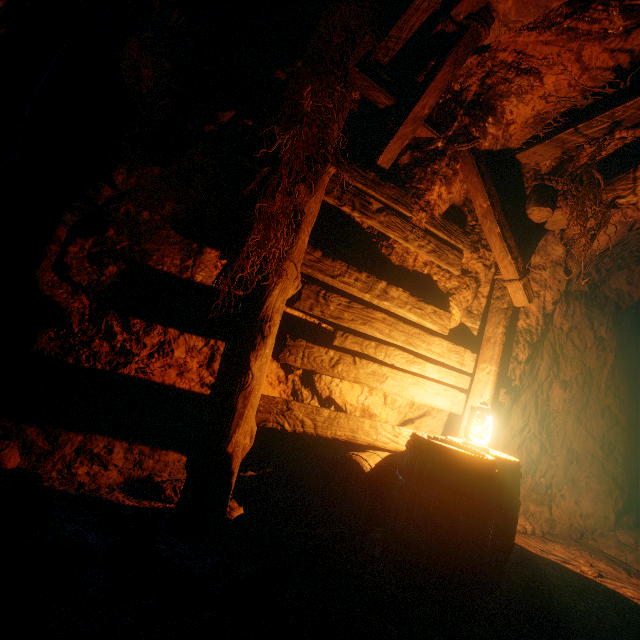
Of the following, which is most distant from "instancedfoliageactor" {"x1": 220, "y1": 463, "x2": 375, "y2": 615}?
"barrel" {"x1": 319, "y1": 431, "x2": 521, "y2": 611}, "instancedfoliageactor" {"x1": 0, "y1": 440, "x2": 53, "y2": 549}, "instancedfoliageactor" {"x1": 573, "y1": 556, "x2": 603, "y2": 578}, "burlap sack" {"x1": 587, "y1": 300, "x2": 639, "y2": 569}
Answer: "burlap sack" {"x1": 587, "y1": 300, "x2": 639, "y2": 569}

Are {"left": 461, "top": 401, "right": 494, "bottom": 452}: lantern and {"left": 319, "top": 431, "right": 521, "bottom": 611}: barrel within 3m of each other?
yes

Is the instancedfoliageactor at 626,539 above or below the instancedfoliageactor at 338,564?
above

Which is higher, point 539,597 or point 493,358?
point 493,358

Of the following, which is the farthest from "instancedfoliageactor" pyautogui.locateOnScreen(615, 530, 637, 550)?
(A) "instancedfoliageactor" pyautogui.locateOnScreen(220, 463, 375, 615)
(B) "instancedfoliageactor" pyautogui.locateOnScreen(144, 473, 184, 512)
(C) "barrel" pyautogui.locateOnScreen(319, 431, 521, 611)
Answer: (B) "instancedfoliageactor" pyautogui.locateOnScreen(144, 473, 184, 512)

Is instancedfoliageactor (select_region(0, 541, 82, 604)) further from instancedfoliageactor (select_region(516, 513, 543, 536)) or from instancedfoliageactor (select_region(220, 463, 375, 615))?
instancedfoliageactor (select_region(516, 513, 543, 536))

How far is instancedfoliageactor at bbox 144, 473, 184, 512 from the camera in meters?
2.4

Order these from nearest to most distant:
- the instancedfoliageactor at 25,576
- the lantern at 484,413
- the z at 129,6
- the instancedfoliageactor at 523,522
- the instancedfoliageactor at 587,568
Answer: the instancedfoliageactor at 25,576 < the z at 129,6 < the lantern at 484,413 < the instancedfoliageactor at 587,568 < the instancedfoliageactor at 523,522
